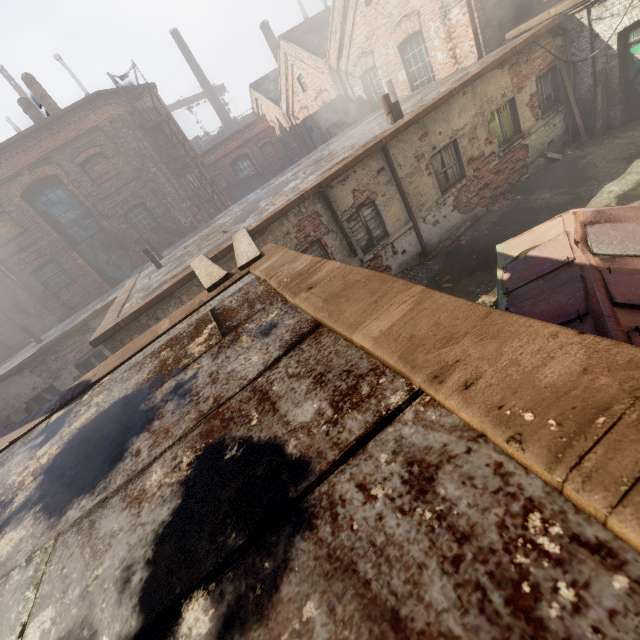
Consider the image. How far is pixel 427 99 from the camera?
9.7 meters

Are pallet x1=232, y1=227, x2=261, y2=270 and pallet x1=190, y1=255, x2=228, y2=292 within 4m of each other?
yes

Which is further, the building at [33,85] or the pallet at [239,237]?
the building at [33,85]

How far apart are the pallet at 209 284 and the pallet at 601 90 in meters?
12.6 m

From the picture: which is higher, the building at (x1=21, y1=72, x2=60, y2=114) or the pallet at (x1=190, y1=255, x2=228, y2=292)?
the building at (x1=21, y1=72, x2=60, y2=114)

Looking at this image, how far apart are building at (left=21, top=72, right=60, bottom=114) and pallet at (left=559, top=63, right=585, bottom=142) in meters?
20.6

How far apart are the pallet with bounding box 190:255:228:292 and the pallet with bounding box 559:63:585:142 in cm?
1206

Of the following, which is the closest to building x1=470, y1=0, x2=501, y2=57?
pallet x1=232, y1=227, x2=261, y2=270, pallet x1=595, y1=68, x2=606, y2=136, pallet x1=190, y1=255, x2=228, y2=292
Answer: pallet x1=595, y1=68, x2=606, y2=136
